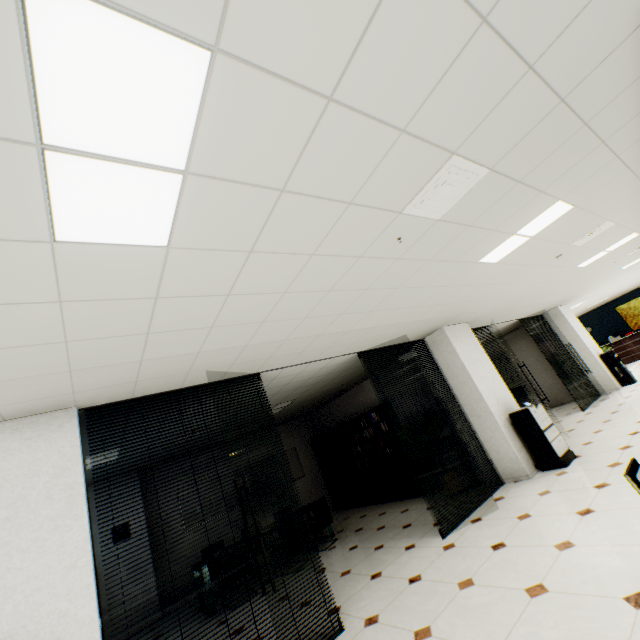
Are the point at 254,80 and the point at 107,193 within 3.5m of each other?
yes

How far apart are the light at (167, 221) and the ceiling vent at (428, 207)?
1.5 meters

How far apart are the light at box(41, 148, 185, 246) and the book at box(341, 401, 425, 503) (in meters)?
7.26

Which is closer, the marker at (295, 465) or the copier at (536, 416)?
the copier at (536, 416)

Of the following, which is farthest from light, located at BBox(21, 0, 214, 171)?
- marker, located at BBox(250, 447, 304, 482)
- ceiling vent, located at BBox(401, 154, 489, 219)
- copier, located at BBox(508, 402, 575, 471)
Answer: marker, located at BBox(250, 447, 304, 482)

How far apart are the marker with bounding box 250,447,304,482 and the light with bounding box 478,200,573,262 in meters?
8.4

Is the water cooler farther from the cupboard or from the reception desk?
the cupboard

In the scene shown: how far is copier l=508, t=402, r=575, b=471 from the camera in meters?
5.4 m
